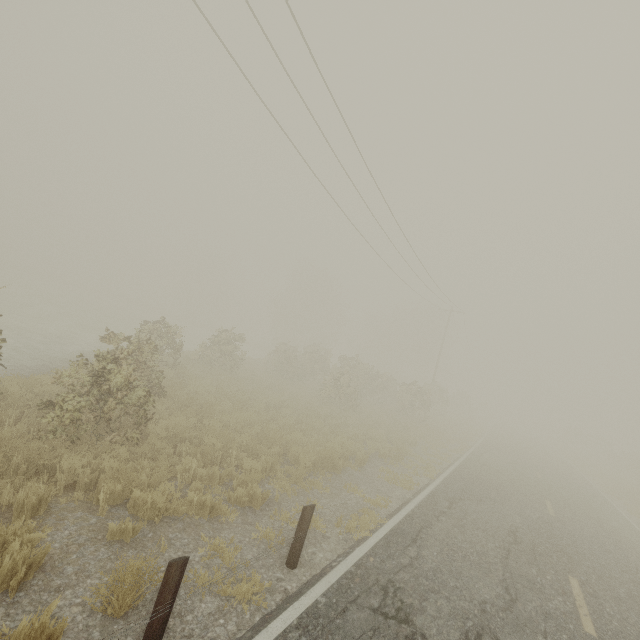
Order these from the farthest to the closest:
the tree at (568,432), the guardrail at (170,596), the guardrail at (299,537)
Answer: the tree at (568,432), the guardrail at (299,537), the guardrail at (170,596)

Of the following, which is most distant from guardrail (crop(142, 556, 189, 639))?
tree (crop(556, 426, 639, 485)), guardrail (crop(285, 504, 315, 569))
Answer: tree (crop(556, 426, 639, 485))

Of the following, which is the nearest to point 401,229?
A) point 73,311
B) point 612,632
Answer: point 612,632

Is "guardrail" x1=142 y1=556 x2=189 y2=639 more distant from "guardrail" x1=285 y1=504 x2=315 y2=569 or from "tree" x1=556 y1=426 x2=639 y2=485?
"tree" x1=556 y1=426 x2=639 y2=485

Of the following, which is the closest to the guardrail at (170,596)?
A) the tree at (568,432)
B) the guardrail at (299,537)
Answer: the guardrail at (299,537)

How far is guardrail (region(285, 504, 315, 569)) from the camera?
5.2m

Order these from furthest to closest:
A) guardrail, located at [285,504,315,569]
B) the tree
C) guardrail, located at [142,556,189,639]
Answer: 1. the tree
2. guardrail, located at [285,504,315,569]
3. guardrail, located at [142,556,189,639]
